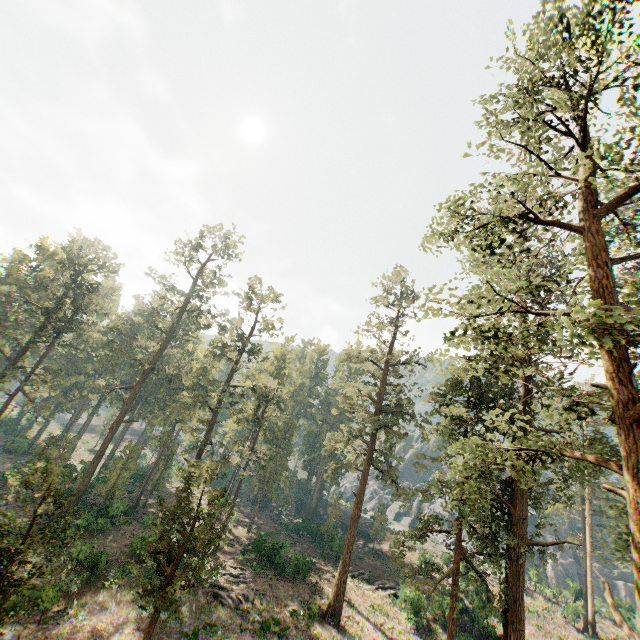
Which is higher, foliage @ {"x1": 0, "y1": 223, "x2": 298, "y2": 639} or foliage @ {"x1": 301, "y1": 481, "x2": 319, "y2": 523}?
foliage @ {"x1": 0, "y1": 223, "x2": 298, "y2": 639}

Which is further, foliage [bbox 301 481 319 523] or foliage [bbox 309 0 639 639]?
foliage [bbox 301 481 319 523]

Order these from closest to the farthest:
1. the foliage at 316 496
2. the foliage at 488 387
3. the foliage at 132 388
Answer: the foliage at 488 387 → the foliage at 132 388 → the foliage at 316 496

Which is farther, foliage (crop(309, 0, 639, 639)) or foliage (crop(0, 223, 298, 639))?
foliage (crop(0, 223, 298, 639))

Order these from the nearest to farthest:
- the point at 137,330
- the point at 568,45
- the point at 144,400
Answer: the point at 568,45, the point at 144,400, the point at 137,330

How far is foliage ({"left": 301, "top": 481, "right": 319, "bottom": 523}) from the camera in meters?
57.3

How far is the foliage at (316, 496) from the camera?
57.3 meters

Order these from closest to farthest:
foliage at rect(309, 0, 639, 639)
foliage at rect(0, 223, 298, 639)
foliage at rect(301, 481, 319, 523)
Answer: foliage at rect(309, 0, 639, 639)
foliage at rect(0, 223, 298, 639)
foliage at rect(301, 481, 319, 523)
